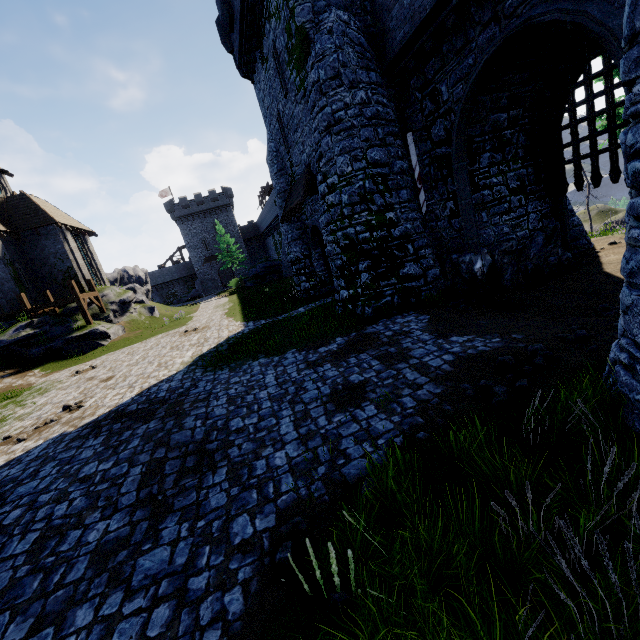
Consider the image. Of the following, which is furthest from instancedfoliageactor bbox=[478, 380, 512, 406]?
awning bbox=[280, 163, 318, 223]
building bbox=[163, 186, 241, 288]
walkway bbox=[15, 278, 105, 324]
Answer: building bbox=[163, 186, 241, 288]

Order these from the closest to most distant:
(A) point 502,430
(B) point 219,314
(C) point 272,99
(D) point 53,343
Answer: (A) point 502,430 → (C) point 272,99 → (D) point 53,343 → (B) point 219,314

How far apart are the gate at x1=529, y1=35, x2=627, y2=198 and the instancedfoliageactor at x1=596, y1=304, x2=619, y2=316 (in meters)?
3.73

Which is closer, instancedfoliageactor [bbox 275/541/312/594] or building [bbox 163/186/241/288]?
instancedfoliageactor [bbox 275/541/312/594]

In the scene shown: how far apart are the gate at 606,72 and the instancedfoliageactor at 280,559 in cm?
1182

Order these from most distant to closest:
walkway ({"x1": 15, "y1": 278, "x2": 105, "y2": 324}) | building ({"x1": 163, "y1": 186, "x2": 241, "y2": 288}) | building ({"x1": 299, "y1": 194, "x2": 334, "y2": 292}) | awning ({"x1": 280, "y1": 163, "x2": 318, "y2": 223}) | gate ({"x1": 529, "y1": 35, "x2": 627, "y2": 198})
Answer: building ({"x1": 163, "y1": 186, "x2": 241, "y2": 288})
walkway ({"x1": 15, "y1": 278, "x2": 105, "y2": 324})
building ({"x1": 299, "y1": 194, "x2": 334, "y2": 292})
awning ({"x1": 280, "y1": 163, "x2": 318, "y2": 223})
gate ({"x1": 529, "y1": 35, "x2": 627, "y2": 198})

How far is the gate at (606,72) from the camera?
8.8 meters

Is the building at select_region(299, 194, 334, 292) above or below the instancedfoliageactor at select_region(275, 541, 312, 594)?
above
